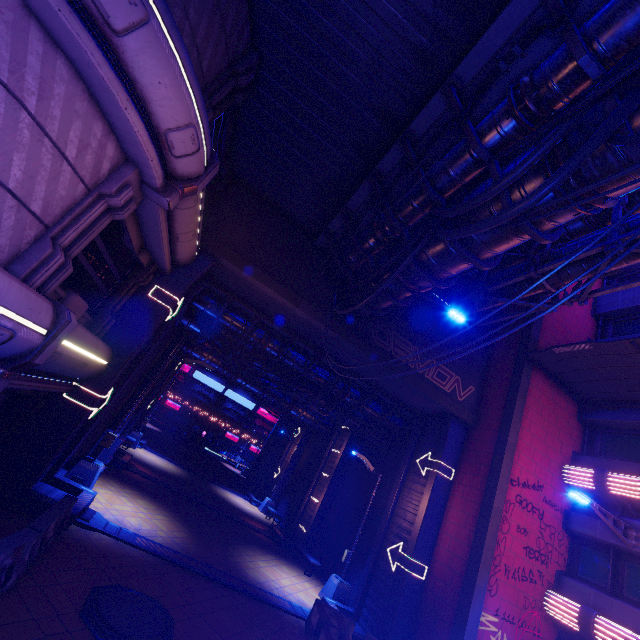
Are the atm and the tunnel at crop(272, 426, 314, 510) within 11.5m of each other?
no

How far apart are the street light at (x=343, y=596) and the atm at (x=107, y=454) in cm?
1042

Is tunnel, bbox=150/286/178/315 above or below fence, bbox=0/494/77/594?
above

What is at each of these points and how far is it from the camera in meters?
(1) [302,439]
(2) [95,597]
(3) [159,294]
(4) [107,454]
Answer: (1) tunnel, 29.1
(2) manhole, 6.9
(3) tunnel, 11.1
(4) atm, 13.0

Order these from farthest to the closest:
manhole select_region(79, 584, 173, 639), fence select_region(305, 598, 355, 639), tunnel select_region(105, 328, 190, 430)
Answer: tunnel select_region(105, 328, 190, 430), fence select_region(305, 598, 355, 639), manhole select_region(79, 584, 173, 639)

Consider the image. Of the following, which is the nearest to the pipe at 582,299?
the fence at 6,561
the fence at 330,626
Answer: the fence at 330,626

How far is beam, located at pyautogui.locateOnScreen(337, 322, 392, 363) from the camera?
13.1 meters

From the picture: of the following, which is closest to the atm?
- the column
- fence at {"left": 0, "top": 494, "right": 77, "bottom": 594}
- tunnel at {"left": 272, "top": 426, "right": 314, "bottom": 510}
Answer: fence at {"left": 0, "top": 494, "right": 77, "bottom": 594}
